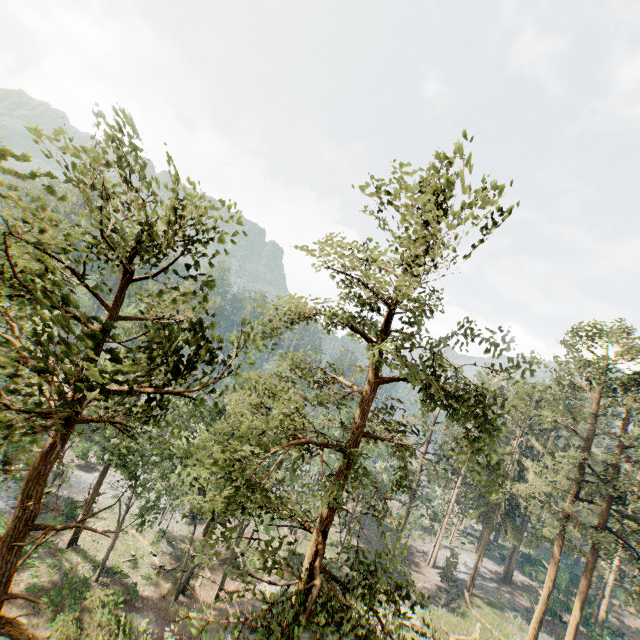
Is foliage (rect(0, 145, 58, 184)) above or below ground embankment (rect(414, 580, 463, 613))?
above

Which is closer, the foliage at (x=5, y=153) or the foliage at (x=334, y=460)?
the foliage at (x=5, y=153)

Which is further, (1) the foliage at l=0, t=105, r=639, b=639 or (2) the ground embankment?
(2) the ground embankment

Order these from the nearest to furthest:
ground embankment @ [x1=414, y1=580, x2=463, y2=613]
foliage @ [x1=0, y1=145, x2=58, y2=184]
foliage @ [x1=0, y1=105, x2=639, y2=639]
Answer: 1. foliage @ [x1=0, y1=145, x2=58, y2=184]
2. foliage @ [x1=0, y1=105, x2=639, y2=639]
3. ground embankment @ [x1=414, y1=580, x2=463, y2=613]

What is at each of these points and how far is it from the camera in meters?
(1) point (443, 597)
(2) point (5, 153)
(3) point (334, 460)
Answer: (1) ground embankment, 37.0
(2) foliage, 3.9
(3) foliage, 47.3

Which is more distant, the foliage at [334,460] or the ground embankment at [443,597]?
the ground embankment at [443,597]

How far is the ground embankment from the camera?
33.6 meters
